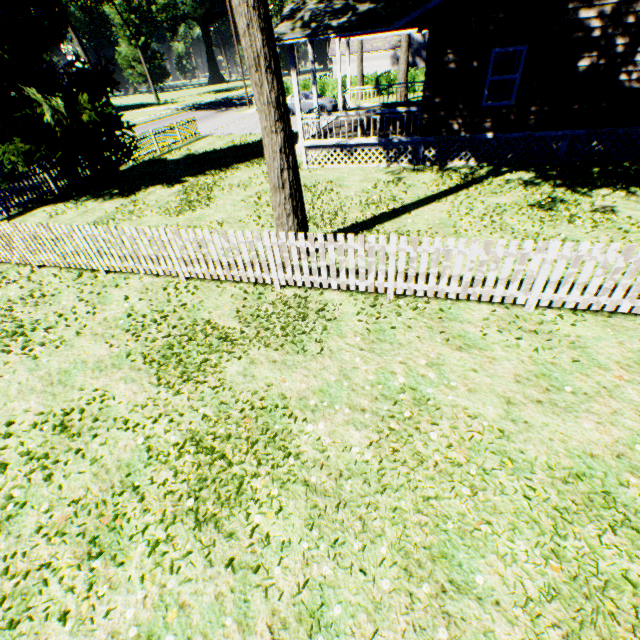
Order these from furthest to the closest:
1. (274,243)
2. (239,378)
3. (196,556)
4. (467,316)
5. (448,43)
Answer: (448,43), (274,243), (467,316), (239,378), (196,556)

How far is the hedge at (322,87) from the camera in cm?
3272

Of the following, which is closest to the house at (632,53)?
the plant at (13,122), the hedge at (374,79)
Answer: the plant at (13,122)

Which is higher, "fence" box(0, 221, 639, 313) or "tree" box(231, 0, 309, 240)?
"tree" box(231, 0, 309, 240)

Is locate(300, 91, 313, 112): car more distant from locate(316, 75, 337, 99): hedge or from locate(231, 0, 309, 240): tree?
locate(231, 0, 309, 240): tree

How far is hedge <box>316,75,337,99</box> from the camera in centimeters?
3272cm

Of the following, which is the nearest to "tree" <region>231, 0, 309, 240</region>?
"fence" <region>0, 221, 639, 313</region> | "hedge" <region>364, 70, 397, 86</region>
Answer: "fence" <region>0, 221, 639, 313</region>

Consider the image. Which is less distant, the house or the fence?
the fence
